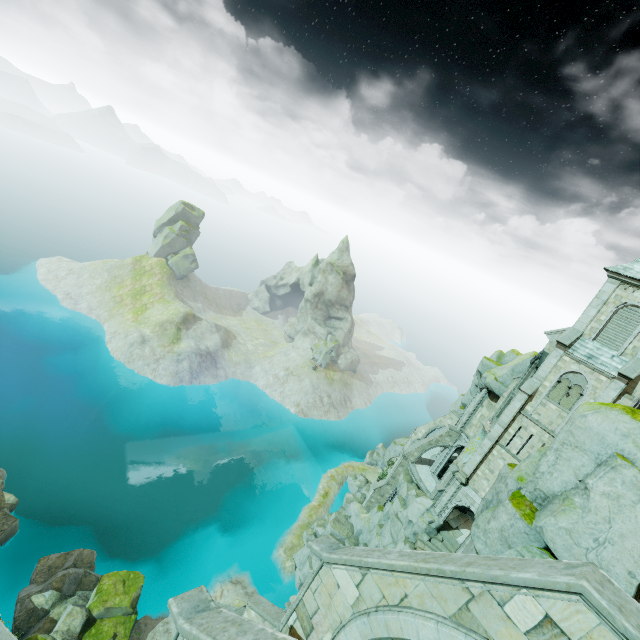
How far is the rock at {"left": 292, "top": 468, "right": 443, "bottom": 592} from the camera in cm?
3141

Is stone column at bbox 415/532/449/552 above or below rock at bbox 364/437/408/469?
above

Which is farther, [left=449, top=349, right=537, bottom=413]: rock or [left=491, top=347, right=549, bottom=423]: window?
[left=449, top=349, right=537, bottom=413]: rock

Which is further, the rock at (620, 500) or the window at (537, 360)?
the window at (537, 360)

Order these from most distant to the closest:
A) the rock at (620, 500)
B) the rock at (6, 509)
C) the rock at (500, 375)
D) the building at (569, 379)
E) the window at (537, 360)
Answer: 1. the rock at (500, 375)
2. the rock at (6, 509)
3. the window at (537, 360)
4. the building at (569, 379)
5. the rock at (620, 500)

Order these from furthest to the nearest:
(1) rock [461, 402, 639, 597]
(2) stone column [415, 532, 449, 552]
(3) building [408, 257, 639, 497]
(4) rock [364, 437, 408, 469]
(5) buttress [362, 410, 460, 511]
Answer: (4) rock [364, 437, 408, 469] → (5) buttress [362, 410, 460, 511] → (2) stone column [415, 532, 449, 552] → (3) building [408, 257, 639, 497] → (1) rock [461, 402, 639, 597]

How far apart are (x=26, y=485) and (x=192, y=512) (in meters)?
20.27

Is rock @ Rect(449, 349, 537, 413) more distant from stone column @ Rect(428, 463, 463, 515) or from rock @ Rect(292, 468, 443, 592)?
stone column @ Rect(428, 463, 463, 515)
